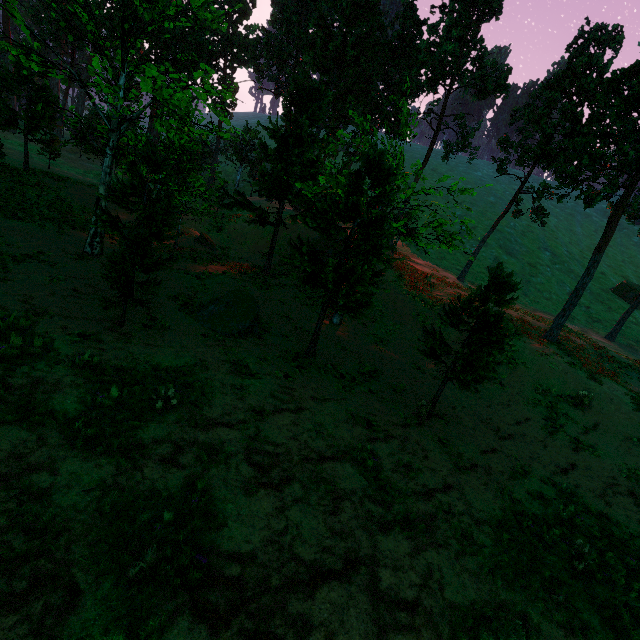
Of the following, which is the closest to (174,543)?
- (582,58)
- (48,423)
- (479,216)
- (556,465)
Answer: (48,423)

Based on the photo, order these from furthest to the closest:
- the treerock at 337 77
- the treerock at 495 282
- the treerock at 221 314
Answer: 1. the treerock at 221 314
2. the treerock at 337 77
3. the treerock at 495 282

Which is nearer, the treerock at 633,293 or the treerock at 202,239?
the treerock at 202,239

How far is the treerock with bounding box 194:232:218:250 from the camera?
26.31m

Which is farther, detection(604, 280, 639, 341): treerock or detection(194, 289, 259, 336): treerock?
detection(604, 280, 639, 341): treerock
